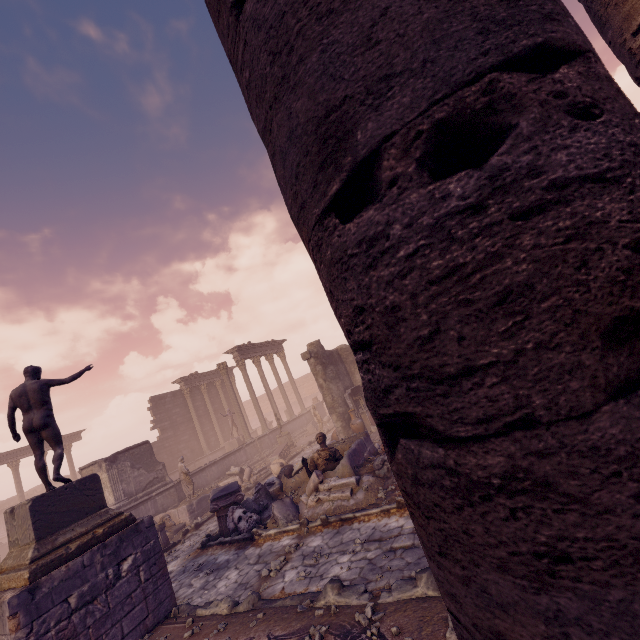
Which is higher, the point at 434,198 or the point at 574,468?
the point at 434,198

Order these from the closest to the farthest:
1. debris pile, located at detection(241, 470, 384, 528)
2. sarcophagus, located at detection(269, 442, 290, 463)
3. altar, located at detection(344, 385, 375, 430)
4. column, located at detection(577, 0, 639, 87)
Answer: column, located at detection(577, 0, 639, 87) → debris pile, located at detection(241, 470, 384, 528) → altar, located at detection(344, 385, 375, 430) → sarcophagus, located at detection(269, 442, 290, 463)

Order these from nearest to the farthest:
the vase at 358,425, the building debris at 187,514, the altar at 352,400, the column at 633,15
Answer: the column at 633,15, the building debris at 187,514, the vase at 358,425, the altar at 352,400

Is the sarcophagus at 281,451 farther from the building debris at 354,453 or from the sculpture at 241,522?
the sculpture at 241,522

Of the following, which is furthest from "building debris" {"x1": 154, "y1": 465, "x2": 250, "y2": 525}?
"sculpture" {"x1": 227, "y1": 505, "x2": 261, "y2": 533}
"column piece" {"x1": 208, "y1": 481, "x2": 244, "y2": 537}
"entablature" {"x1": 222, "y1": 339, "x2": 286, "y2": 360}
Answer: "entablature" {"x1": 222, "y1": 339, "x2": 286, "y2": 360}

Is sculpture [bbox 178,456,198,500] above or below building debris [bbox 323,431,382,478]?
above

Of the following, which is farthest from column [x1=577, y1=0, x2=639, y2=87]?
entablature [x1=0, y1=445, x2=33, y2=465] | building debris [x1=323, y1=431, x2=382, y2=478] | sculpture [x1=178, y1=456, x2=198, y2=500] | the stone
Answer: entablature [x1=0, y1=445, x2=33, y2=465]

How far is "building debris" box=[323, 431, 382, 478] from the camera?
9.00m
